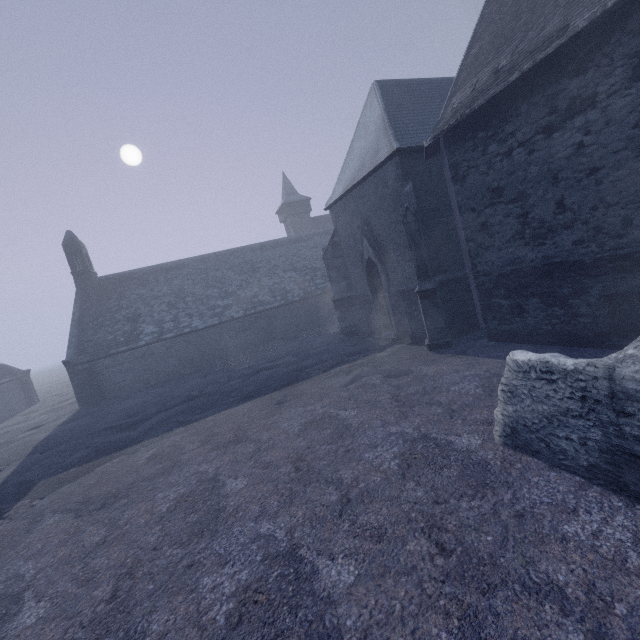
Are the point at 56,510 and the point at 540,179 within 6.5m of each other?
no

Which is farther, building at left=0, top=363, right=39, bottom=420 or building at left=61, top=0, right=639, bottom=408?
building at left=0, top=363, right=39, bottom=420

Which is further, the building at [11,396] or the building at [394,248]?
the building at [11,396]
